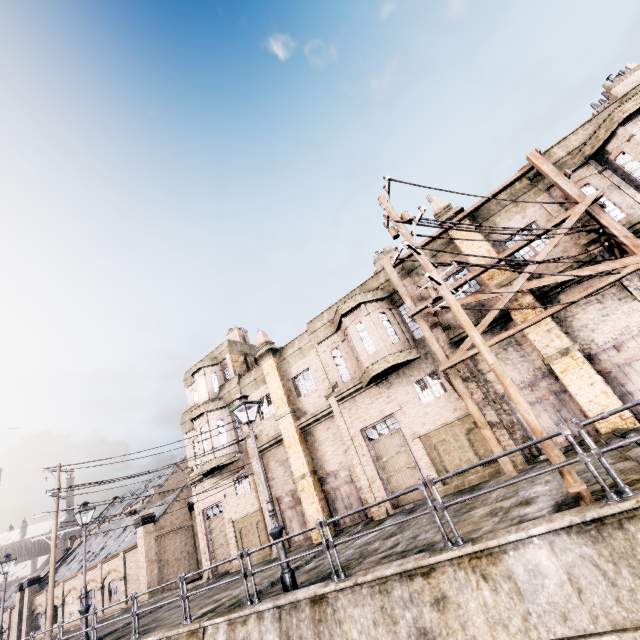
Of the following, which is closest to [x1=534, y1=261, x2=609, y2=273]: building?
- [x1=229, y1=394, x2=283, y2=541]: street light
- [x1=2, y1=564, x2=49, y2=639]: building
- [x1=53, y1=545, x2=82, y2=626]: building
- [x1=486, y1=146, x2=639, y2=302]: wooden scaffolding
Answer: [x1=486, y1=146, x2=639, y2=302]: wooden scaffolding

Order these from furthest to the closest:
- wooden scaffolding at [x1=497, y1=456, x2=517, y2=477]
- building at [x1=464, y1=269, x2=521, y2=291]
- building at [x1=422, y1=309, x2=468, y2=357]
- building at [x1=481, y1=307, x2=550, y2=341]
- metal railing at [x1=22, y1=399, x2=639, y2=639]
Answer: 1. building at [x1=422, y1=309, x2=468, y2=357]
2. building at [x1=464, y1=269, x2=521, y2=291]
3. building at [x1=481, y1=307, x2=550, y2=341]
4. wooden scaffolding at [x1=497, y1=456, x2=517, y2=477]
5. metal railing at [x1=22, y1=399, x2=639, y2=639]

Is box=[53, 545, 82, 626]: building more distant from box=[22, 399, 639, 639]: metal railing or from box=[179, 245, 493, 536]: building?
box=[22, 399, 639, 639]: metal railing

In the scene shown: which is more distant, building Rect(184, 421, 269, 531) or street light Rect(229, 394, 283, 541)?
building Rect(184, 421, 269, 531)

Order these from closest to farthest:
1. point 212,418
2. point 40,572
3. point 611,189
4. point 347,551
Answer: point 347,551, point 611,189, point 212,418, point 40,572

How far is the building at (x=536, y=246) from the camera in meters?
15.8

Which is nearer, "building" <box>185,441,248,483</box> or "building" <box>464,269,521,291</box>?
"building" <box>464,269,521,291</box>
